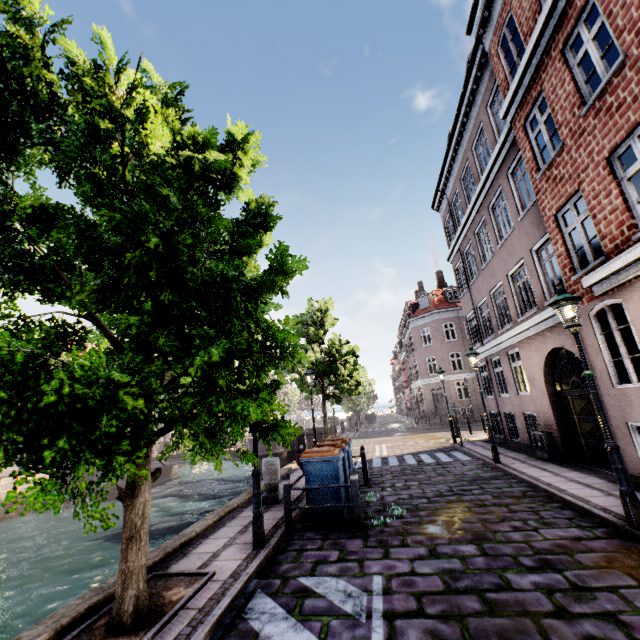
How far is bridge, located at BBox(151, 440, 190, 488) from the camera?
24.22m

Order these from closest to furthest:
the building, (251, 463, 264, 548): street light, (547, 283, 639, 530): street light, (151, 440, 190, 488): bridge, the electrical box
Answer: (547, 283, 639, 530): street light < (251, 463, 264, 548): street light < the building < the electrical box < (151, 440, 190, 488): bridge

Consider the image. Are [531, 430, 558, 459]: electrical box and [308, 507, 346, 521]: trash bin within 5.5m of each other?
no

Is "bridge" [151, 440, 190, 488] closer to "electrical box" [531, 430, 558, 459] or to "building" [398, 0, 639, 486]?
"building" [398, 0, 639, 486]

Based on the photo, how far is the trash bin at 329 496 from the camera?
6.7 meters

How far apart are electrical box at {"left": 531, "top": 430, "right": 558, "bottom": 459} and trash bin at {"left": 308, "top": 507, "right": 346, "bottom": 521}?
7.4m

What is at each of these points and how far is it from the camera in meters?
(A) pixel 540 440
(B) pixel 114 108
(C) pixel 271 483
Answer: (A) electrical box, 10.7 m
(B) tree, 3.7 m
(C) pillar, 8.5 m

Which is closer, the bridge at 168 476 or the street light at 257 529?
the street light at 257 529
